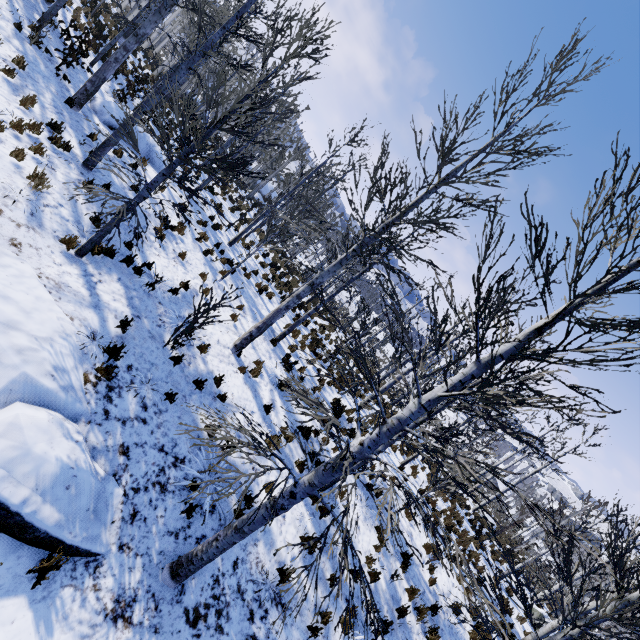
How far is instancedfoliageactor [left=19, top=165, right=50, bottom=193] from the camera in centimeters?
653cm

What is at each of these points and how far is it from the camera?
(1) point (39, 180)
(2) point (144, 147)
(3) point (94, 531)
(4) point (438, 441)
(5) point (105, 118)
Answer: (1) instancedfoliageactor, 6.6m
(2) rock, 13.3m
(3) rock, 4.7m
(4) instancedfoliageactor, 8.5m
(5) rock, 11.9m

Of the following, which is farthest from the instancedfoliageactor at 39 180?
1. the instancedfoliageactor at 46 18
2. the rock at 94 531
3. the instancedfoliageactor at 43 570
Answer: the instancedfoliageactor at 43 570

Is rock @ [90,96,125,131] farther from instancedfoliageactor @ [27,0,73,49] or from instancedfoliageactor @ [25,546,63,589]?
instancedfoliageactor @ [25,546,63,589]

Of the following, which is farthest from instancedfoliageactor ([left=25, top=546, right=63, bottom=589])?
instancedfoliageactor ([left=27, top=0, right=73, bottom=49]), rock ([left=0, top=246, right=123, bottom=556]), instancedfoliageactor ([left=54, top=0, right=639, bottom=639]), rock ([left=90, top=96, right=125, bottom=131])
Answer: instancedfoliageactor ([left=27, top=0, right=73, bottom=49])

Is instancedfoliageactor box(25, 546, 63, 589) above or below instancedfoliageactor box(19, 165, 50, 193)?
below

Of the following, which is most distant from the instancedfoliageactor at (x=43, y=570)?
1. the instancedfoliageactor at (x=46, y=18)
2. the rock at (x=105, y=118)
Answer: the instancedfoliageactor at (x=46, y=18)

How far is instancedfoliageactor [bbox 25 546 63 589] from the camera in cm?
398
